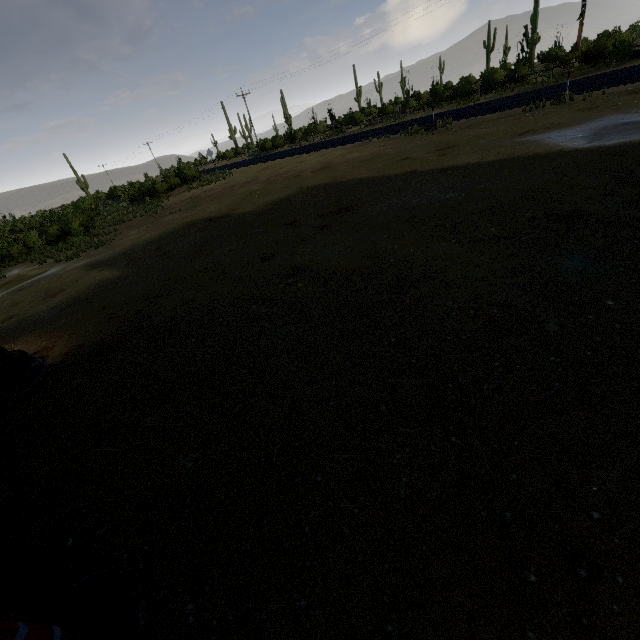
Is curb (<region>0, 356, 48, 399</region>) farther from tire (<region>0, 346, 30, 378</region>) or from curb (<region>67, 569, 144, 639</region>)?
curb (<region>67, 569, 144, 639</region>)

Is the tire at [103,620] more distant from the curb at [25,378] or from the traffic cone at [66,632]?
the curb at [25,378]

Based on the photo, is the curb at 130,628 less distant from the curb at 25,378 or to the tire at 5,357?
the curb at 25,378

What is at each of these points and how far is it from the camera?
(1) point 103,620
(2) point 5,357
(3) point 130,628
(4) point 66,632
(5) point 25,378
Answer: (1) tire, 1.9 meters
(2) tire, 5.9 meters
(3) curb, 2.1 meters
(4) traffic cone, 1.9 meters
(5) curb, 5.3 meters

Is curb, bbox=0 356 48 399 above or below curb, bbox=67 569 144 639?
above

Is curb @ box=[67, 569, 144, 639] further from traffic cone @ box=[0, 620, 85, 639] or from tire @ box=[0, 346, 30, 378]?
Result: tire @ box=[0, 346, 30, 378]

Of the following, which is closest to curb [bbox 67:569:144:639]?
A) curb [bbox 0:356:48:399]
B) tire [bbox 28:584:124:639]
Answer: tire [bbox 28:584:124:639]

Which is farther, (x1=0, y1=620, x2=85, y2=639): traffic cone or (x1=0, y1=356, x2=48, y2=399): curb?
(x1=0, y1=356, x2=48, y2=399): curb
